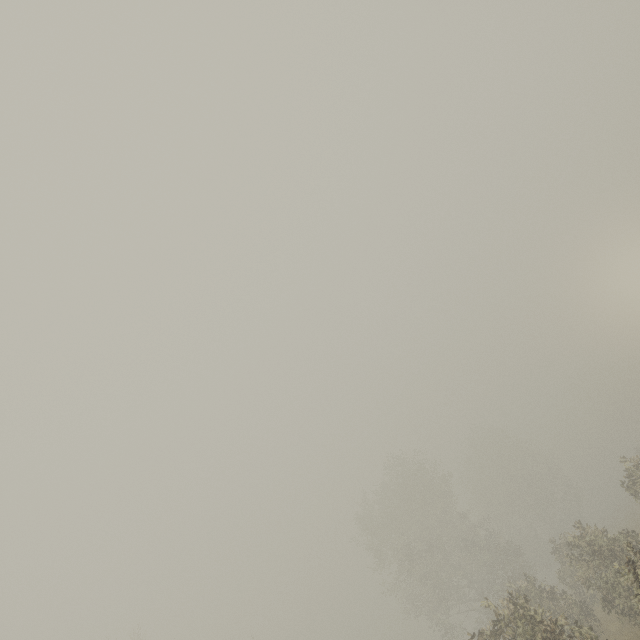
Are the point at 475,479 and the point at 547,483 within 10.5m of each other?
yes

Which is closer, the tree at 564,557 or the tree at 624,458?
the tree at 564,557

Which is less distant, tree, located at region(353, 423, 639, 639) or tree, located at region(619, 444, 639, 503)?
tree, located at region(353, 423, 639, 639)
